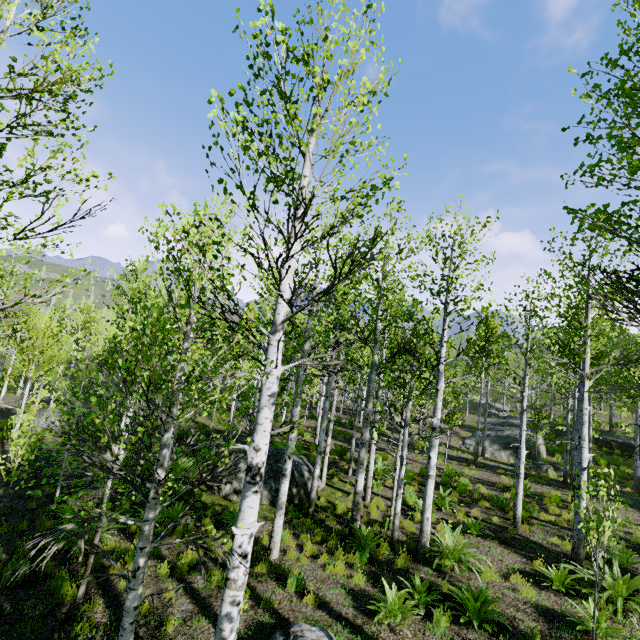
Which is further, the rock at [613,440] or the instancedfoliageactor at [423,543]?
the rock at [613,440]

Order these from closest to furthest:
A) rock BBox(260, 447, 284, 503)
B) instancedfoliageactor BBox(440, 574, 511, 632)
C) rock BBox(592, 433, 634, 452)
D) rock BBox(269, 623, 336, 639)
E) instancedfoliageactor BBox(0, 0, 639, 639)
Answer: instancedfoliageactor BBox(0, 0, 639, 639), rock BBox(269, 623, 336, 639), instancedfoliageactor BBox(440, 574, 511, 632), rock BBox(260, 447, 284, 503), rock BBox(592, 433, 634, 452)

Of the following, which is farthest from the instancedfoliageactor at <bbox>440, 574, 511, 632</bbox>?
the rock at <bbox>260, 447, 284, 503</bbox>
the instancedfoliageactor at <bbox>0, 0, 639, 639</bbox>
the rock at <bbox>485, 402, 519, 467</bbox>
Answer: the rock at <bbox>485, 402, 519, 467</bbox>

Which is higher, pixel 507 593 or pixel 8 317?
pixel 8 317

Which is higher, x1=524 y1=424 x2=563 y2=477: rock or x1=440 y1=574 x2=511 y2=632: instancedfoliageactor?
x1=524 y1=424 x2=563 y2=477: rock

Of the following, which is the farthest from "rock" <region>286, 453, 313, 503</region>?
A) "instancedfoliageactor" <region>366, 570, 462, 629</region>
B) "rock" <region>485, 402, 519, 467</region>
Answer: "rock" <region>485, 402, 519, 467</region>

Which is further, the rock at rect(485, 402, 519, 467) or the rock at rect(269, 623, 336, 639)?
the rock at rect(485, 402, 519, 467)

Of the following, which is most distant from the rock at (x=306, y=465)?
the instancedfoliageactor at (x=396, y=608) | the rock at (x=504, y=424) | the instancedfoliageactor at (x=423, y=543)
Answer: the rock at (x=504, y=424)
